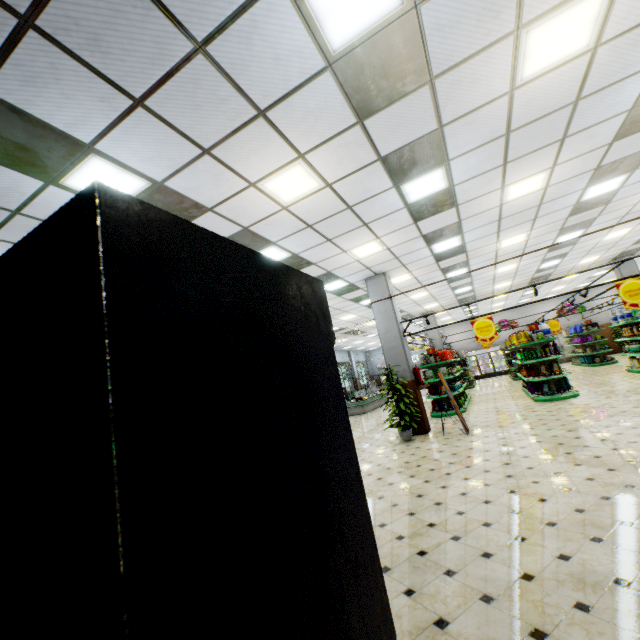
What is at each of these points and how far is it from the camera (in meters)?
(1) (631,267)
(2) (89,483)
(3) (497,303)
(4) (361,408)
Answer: (1) building, 15.21
(2) wall refrigerator door, 0.51
(3) building, 21.83
(4) meat refrigerator, 18.48

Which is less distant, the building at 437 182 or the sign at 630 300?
the building at 437 182

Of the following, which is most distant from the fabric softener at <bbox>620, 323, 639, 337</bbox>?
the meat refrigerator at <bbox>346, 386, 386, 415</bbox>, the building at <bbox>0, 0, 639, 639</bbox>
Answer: the meat refrigerator at <bbox>346, 386, 386, 415</bbox>

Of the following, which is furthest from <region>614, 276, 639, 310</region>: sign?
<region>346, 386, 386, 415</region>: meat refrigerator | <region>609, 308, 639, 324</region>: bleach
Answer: <region>346, 386, 386, 415</region>: meat refrigerator

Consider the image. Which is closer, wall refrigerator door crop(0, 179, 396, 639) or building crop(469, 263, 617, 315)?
wall refrigerator door crop(0, 179, 396, 639)

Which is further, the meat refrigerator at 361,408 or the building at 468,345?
Answer: the building at 468,345

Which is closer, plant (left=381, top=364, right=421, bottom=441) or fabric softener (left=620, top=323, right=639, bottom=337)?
plant (left=381, top=364, right=421, bottom=441)

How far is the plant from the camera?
8.6 meters
